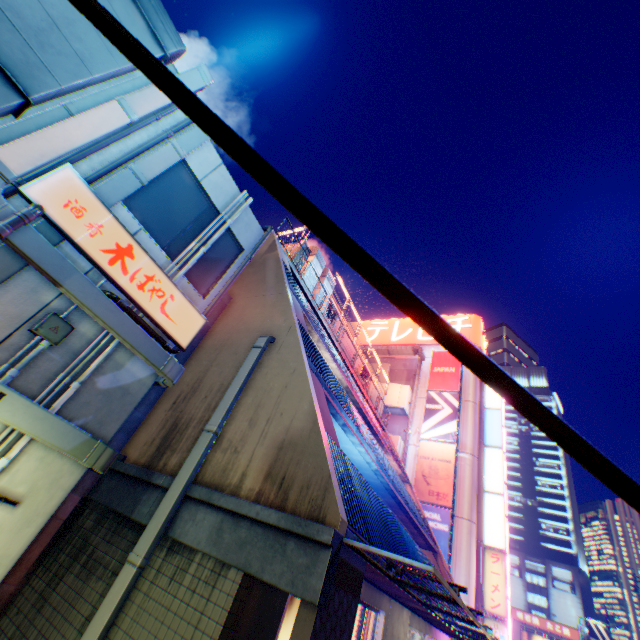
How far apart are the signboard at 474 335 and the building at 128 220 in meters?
30.5

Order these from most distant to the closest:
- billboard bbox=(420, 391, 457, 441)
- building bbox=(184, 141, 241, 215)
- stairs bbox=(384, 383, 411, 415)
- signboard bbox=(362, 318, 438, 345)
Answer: signboard bbox=(362, 318, 438, 345) → stairs bbox=(384, 383, 411, 415) → billboard bbox=(420, 391, 457, 441) → building bbox=(184, 141, 241, 215)

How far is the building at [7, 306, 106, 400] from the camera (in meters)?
3.82

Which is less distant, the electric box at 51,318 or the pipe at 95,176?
the electric box at 51,318

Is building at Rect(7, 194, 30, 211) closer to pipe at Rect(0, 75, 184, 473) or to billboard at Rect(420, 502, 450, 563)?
pipe at Rect(0, 75, 184, 473)

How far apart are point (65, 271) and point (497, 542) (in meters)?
27.44

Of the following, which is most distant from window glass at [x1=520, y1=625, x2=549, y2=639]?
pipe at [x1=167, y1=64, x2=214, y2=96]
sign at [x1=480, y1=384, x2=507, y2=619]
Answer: pipe at [x1=167, y1=64, x2=214, y2=96]

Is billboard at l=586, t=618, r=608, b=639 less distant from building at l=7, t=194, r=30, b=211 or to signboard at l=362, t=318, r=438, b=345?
signboard at l=362, t=318, r=438, b=345
